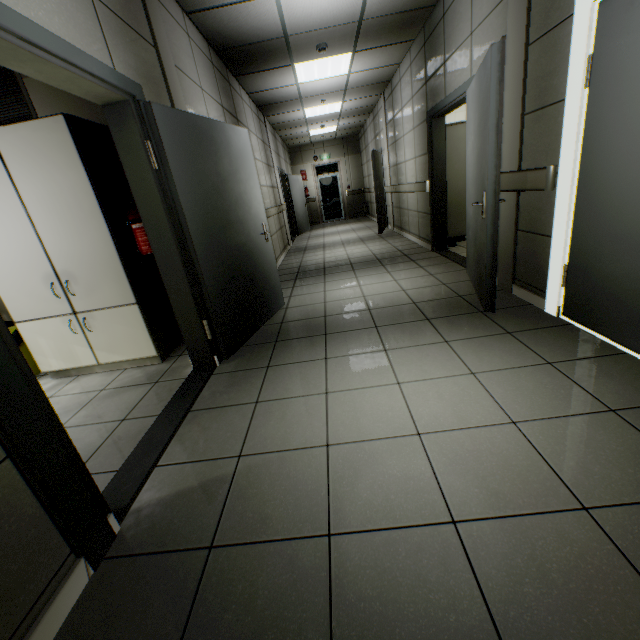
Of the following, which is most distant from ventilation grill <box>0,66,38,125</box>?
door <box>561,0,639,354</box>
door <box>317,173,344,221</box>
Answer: door <box>317,173,344,221</box>

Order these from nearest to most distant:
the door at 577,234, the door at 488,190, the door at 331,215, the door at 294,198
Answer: the door at 577,234, the door at 488,190, the door at 294,198, the door at 331,215

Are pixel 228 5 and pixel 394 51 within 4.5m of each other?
yes

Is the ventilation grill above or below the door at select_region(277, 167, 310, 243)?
above

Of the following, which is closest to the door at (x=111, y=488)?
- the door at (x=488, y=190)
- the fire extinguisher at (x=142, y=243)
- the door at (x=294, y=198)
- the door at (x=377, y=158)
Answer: the fire extinguisher at (x=142, y=243)

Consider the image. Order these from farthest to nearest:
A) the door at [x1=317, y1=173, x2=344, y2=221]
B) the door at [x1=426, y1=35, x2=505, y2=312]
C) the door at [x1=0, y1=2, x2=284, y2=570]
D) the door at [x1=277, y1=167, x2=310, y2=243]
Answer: the door at [x1=317, y1=173, x2=344, y2=221] < the door at [x1=277, y1=167, x2=310, y2=243] < the door at [x1=426, y1=35, x2=505, y2=312] < the door at [x1=0, y1=2, x2=284, y2=570]

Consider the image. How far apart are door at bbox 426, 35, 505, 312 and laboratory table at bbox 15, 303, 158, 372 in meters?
3.2

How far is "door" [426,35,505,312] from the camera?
2.4 meters
